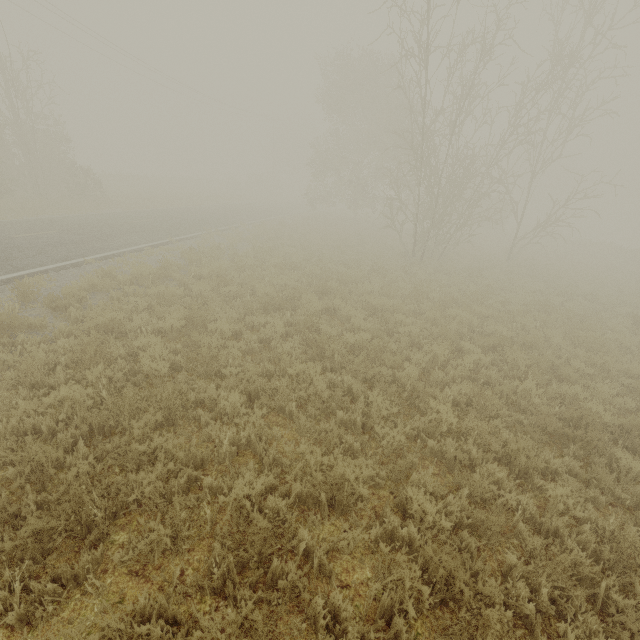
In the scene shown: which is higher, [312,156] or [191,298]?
[312,156]
